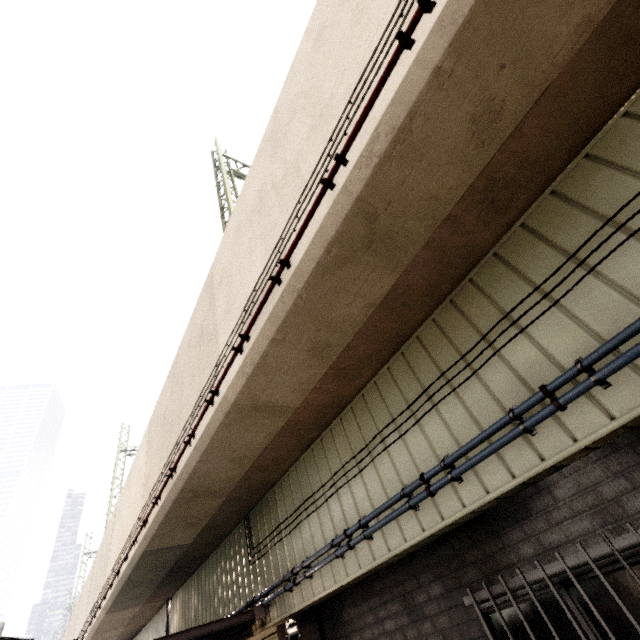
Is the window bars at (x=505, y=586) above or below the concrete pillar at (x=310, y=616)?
below

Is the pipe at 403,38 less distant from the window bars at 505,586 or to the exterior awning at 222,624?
the exterior awning at 222,624

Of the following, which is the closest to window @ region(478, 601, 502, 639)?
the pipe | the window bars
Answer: the window bars

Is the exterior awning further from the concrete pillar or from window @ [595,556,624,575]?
window @ [595,556,624,575]

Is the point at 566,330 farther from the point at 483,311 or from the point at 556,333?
the point at 483,311

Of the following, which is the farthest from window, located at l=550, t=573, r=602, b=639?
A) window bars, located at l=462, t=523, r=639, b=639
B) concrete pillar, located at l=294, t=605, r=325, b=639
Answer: concrete pillar, located at l=294, t=605, r=325, b=639

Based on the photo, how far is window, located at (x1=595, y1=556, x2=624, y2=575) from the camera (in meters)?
2.39

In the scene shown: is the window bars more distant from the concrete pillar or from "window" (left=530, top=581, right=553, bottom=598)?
the concrete pillar
